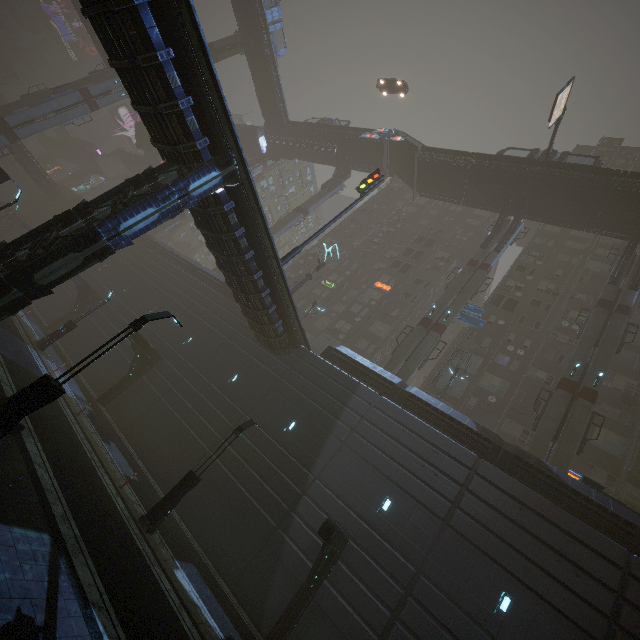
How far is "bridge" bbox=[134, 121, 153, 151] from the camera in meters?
52.9 m

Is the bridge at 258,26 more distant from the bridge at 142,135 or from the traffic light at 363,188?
the traffic light at 363,188

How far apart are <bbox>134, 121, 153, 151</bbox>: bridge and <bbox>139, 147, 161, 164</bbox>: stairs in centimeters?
0cm

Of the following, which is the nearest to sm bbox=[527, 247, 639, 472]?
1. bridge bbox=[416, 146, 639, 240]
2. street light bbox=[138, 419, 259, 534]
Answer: bridge bbox=[416, 146, 639, 240]

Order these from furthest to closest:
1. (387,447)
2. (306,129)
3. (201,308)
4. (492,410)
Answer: (306,129) < (492,410) < (201,308) < (387,447)

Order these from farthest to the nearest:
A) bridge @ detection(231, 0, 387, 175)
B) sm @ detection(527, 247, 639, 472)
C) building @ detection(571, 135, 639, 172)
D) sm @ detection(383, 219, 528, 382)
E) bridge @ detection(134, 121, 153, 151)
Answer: bridge @ detection(134, 121, 153, 151), building @ detection(571, 135, 639, 172), bridge @ detection(231, 0, 387, 175), sm @ detection(383, 219, 528, 382), sm @ detection(527, 247, 639, 472)

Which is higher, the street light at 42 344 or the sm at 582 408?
the sm at 582 408

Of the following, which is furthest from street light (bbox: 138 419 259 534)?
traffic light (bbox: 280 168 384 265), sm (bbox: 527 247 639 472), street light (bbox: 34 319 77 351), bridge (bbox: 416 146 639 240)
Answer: bridge (bbox: 416 146 639 240)
